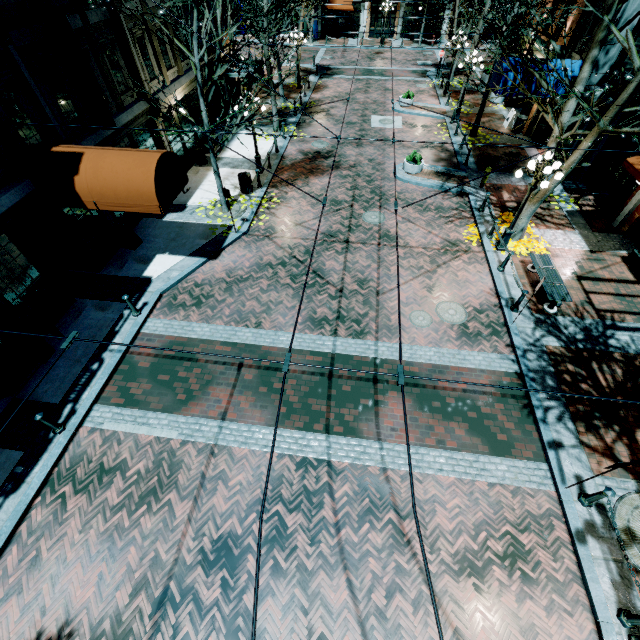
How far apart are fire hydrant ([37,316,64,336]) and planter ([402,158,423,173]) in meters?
16.3

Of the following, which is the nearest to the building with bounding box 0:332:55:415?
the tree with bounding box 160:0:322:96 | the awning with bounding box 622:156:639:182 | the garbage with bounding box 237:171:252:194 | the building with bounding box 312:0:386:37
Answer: the awning with bounding box 622:156:639:182

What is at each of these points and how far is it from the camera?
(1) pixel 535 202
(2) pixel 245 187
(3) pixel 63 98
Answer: (1) tree, 11.82m
(2) garbage, 15.20m
(3) building, 10.16m

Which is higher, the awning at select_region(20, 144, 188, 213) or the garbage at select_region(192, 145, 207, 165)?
the awning at select_region(20, 144, 188, 213)

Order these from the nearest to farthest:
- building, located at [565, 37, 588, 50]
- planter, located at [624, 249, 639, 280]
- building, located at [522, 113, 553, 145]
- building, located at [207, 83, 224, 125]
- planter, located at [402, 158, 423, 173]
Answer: planter, located at [624, 249, 639, 280] < building, located at [565, 37, 588, 50] < planter, located at [402, 158, 423, 173] < building, located at [522, 113, 553, 145] < building, located at [207, 83, 224, 125]

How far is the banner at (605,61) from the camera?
12.7m

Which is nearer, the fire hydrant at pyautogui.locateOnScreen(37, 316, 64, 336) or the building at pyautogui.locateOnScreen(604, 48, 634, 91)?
the fire hydrant at pyautogui.locateOnScreen(37, 316, 64, 336)

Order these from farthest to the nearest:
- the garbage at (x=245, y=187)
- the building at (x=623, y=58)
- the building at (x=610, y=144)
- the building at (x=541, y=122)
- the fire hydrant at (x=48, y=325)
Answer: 1. the building at (x=541, y=122)
2. the garbage at (x=245, y=187)
3. the building at (x=610, y=144)
4. the building at (x=623, y=58)
5. the fire hydrant at (x=48, y=325)
